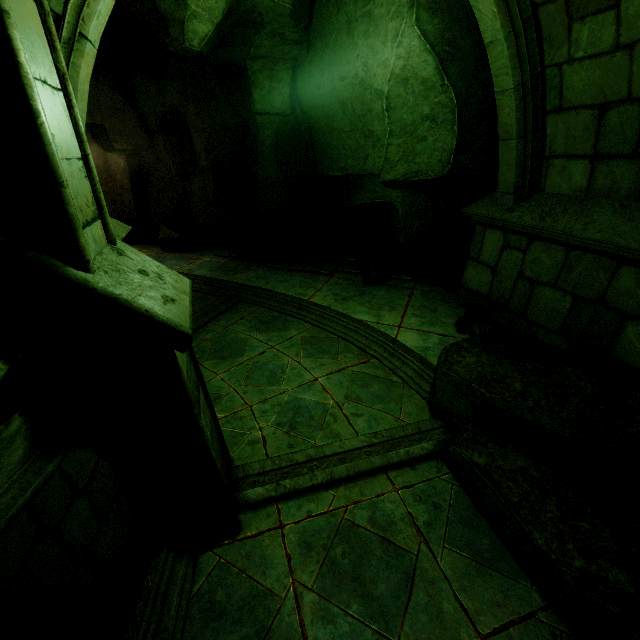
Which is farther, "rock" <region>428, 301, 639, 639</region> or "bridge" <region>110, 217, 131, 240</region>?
"bridge" <region>110, 217, 131, 240</region>

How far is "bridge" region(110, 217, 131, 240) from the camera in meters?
3.9 m

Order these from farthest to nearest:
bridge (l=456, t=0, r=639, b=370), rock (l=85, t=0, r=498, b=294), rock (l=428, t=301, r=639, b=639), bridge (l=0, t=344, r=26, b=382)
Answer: rock (l=85, t=0, r=498, b=294), bridge (l=456, t=0, r=639, b=370), rock (l=428, t=301, r=639, b=639), bridge (l=0, t=344, r=26, b=382)

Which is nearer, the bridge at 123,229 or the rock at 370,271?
the bridge at 123,229

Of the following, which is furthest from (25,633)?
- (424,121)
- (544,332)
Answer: (424,121)

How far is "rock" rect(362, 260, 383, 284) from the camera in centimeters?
763cm

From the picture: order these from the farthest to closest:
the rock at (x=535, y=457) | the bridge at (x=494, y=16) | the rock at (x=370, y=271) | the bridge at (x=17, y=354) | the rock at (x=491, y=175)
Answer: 1. the rock at (x=370, y=271)
2. the rock at (x=491, y=175)
3. the bridge at (x=494, y=16)
4. the rock at (x=535, y=457)
5. the bridge at (x=17, y=354)
